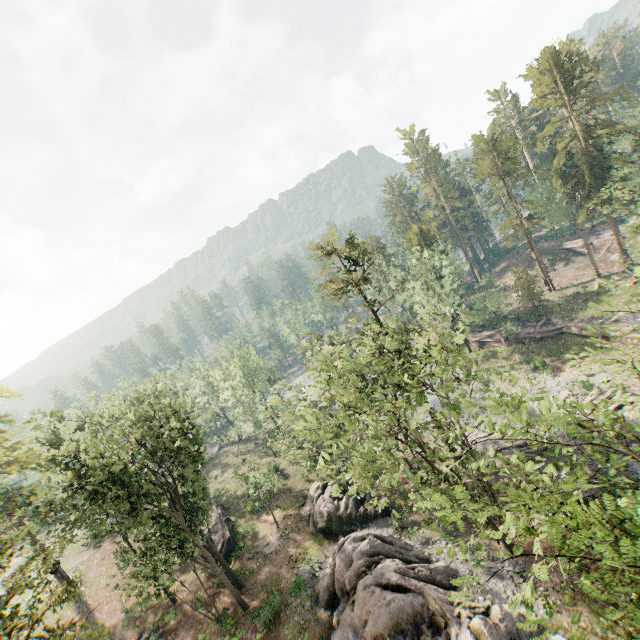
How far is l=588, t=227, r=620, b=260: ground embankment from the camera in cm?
5309

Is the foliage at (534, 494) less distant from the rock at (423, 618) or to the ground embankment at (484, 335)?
the ground embankment at (484, 335)

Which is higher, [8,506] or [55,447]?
[55,447]

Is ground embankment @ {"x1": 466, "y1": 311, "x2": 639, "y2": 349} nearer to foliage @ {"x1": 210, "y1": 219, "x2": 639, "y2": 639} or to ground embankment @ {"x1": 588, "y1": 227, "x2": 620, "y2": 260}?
foliage @ {"x1": 210, "y1": 219, "x2": 639, "y2": 639}

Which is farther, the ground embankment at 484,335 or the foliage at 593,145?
the foliage at 593,145

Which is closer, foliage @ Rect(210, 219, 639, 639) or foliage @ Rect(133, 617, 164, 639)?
foliage @ Rect(210, 219, 639, 639)

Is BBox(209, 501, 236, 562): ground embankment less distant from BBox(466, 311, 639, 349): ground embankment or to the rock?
the rock

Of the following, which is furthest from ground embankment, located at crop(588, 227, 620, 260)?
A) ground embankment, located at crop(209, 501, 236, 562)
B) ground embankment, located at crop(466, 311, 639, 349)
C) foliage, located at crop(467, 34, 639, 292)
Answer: ground embankment, located at crop(209, 501, 236, 562)
